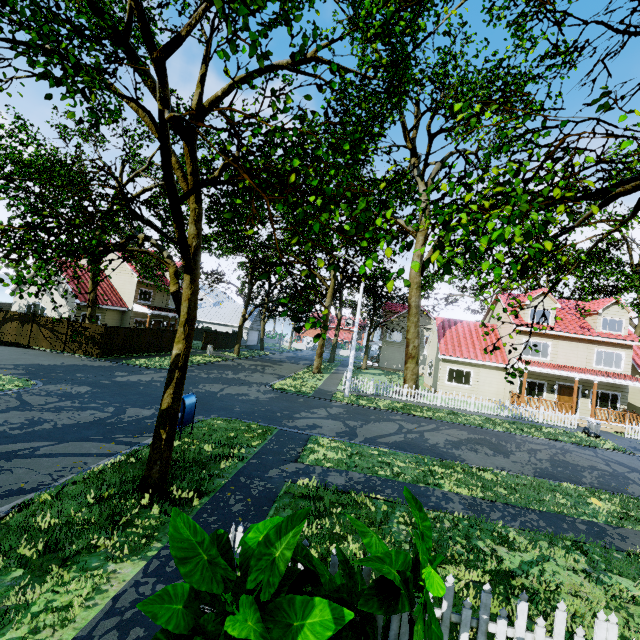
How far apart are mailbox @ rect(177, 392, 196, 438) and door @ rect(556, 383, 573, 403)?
25.8m

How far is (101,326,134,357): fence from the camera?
21.84m

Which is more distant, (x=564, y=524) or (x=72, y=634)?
(x=564, y=524)

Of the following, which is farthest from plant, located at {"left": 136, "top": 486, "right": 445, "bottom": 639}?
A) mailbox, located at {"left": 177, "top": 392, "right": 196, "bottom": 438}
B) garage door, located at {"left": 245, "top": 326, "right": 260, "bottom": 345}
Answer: garage door, located at {"left": 245, "top": 326, "right": 260, "bottom": 345}

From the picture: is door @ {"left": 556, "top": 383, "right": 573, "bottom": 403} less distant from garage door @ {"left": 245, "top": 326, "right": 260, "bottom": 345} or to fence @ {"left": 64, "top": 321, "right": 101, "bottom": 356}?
fence @ {"left": 64, "top": 321, "right": 101, "bottom": 356}

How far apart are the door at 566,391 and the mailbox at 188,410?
25.8m

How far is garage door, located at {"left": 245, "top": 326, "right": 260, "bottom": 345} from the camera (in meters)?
48.03

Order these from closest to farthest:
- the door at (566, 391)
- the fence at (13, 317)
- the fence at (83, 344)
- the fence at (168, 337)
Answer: the fence at (83, 344), the fence at (13, 317), the door at (566, 391), the fence at (168, 337)
